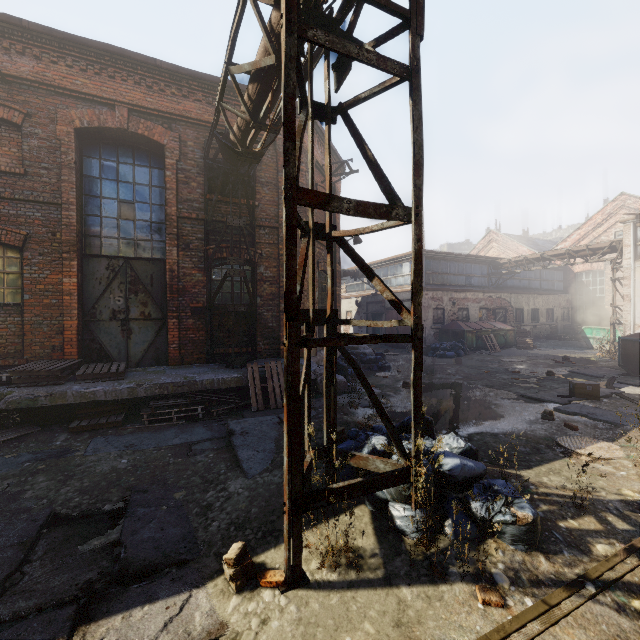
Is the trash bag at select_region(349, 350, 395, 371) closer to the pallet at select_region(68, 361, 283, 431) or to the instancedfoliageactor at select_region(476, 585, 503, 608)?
the pallet at select_region(68, 361, 283, 431)

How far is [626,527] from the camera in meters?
3.2 m

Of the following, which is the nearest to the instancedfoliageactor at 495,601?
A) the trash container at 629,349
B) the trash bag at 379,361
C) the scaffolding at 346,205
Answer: the scaffolding at 346,205

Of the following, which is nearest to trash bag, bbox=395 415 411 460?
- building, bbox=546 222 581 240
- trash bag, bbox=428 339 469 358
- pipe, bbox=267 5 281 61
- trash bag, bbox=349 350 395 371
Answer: pipe, bbox=267 5 281 61

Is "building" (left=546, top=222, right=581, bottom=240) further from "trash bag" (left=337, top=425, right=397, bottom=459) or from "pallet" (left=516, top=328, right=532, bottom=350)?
"trash bag" (left=337, top=425, right=397, bottom=459)

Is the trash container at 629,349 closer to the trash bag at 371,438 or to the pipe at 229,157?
the trash bag at 371,438

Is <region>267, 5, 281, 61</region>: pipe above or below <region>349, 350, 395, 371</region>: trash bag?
above

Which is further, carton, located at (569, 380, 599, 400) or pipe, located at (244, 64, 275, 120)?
carton, located at (569, 380, 599, 400)
